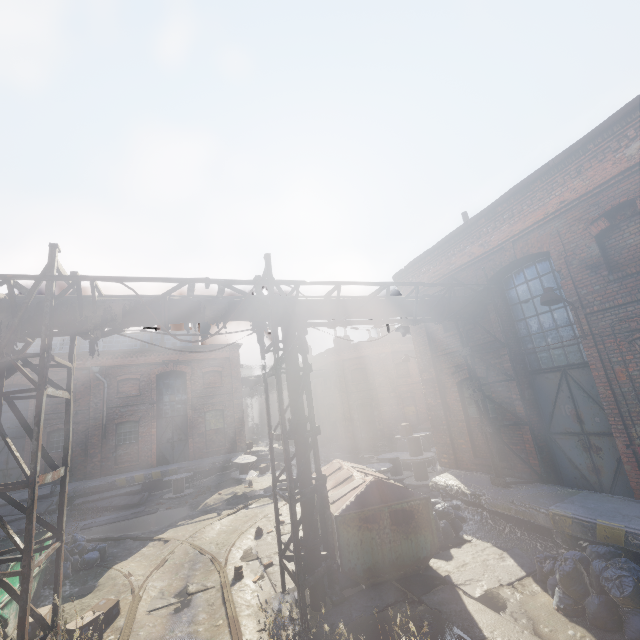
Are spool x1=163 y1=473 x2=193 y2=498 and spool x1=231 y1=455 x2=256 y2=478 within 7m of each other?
yes

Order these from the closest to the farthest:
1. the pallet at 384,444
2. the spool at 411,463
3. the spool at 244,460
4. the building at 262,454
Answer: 1. the spool at 411,463
2. the spool at 244,460
3. the building at 262,454
4. the pallet at 384,444

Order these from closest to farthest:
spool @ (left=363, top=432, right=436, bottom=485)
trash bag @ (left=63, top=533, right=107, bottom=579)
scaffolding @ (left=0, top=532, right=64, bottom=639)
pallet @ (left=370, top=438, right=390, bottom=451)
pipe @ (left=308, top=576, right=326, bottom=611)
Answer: scaffolding @ (left=0, top=532, right=64, bottom=639), pipe @ (left=308, top=576, right=326, bottom=611), trash bag @ (left=63, top=533, right=107, bottom=579), spool @ (left=363, top=432, right=436, bottom=485), pallet @ (left=370, top=438, right=390, bottom=451)

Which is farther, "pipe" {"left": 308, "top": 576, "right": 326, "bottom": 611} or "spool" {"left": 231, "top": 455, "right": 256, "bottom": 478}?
"spool" {"left": 231, "top": 455, "right": 256, "bottom": 478}

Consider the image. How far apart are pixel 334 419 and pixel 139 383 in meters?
14.7

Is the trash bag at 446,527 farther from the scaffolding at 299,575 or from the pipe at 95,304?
the scaffolding at 299,575

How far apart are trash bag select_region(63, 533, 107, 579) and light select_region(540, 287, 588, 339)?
13.9m

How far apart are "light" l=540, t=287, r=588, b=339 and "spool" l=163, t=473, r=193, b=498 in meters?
18.6
